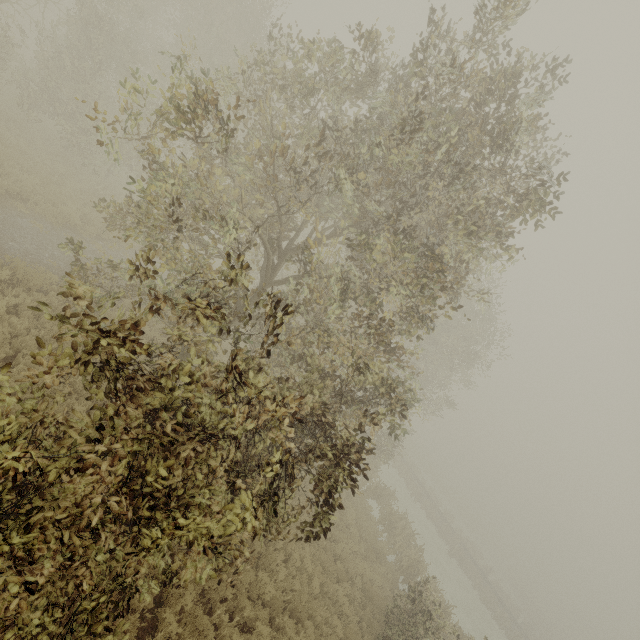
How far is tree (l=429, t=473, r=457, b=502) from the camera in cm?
5656

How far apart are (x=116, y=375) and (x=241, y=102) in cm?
685

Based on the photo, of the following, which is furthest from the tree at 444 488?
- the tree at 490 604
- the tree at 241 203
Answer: the tree at 241 203

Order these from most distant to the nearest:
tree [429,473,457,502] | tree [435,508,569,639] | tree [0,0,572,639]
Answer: tree [429,473,457,502] < tree [435,508,569,639] < tree [0,0,572,639]

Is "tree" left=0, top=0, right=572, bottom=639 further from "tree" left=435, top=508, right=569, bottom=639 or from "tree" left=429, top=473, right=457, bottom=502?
"tree" left=429, top=473, right=457, bottom=502

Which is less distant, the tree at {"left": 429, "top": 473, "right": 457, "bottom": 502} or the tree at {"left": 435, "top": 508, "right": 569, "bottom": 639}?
the tree at {"left": 435, "top": 508, "right": 569, "bottom": 639}
